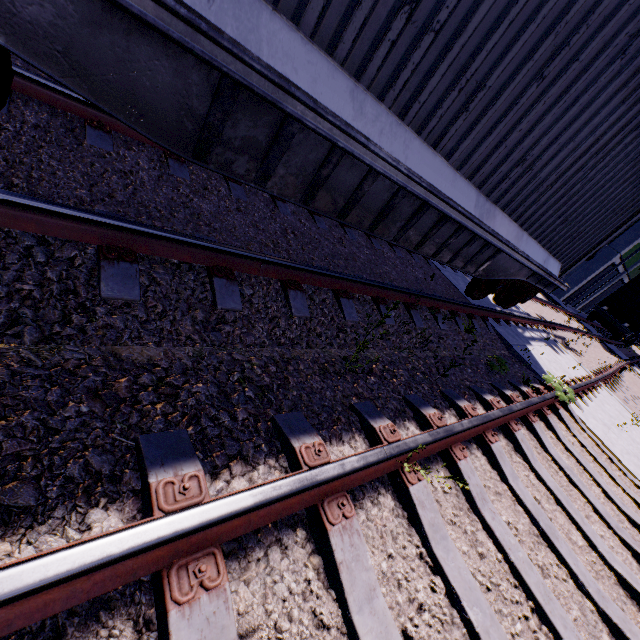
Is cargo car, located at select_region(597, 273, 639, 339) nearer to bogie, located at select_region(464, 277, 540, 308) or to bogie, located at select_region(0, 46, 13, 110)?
bogie, located at select_region(0, 46, 13, 110)

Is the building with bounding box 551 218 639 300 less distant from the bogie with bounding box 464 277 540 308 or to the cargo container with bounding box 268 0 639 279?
the cargo container with bounding box 268 0 639 279

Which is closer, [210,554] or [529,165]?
[210,554]

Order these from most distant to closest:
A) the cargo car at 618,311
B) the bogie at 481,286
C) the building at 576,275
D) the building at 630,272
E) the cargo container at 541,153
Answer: the building at 630,272 → the building at 576,275 → the cargo car at 618,311 → the bogie at 481,286 → the cargo container at 541,153

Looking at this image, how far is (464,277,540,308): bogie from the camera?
6.3m

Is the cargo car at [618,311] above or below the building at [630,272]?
below

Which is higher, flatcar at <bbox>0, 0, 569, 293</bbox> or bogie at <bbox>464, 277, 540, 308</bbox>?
flatcar at <bbox>0, 0, 569, 293</bbox>
